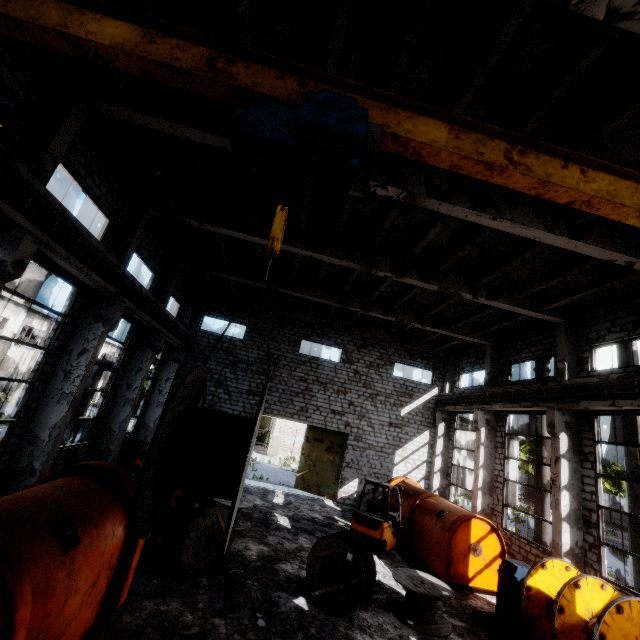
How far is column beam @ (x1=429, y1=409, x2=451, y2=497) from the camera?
19.23m

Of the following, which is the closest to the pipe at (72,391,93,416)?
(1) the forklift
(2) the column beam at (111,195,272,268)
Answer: (2) the column beam at (111,195,272,268)

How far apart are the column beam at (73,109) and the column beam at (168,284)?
8.5m

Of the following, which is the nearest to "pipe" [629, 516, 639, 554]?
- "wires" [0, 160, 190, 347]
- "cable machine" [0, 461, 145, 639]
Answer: "wires" [0, 160, 190, 347]

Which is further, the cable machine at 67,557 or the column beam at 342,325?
the column beam at 342,325

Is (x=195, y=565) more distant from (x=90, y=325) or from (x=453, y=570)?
(x=453, y=570)

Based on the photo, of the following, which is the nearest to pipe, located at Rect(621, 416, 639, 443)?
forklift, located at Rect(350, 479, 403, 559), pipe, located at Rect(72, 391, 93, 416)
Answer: forklift, located at Rect(350, 479, 403, 559)

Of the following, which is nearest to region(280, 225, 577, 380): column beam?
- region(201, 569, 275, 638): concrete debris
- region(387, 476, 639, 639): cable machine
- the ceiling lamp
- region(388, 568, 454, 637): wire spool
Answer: the ceiling lamp
